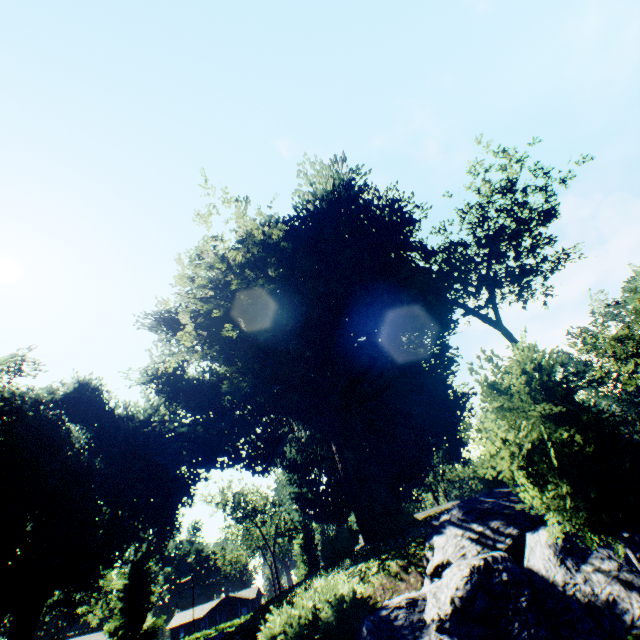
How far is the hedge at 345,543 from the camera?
16.39m

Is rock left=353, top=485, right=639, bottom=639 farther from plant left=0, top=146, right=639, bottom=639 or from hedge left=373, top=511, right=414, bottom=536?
hedge left=373, top=511, right=414, bottom=536

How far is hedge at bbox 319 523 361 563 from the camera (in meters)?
16.39

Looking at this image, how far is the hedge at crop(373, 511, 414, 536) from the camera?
19.64m

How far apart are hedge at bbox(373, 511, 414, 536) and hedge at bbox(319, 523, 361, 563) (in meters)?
2.73

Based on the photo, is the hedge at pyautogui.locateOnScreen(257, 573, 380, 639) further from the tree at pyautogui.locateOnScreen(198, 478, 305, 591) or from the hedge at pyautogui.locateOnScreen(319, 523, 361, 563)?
the tree at pyautogui.locateOnScreen(198, 478, 305, 591)

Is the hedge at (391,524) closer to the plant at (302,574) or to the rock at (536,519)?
the plant at (302,574)

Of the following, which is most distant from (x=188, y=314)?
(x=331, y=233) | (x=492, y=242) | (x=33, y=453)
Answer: (x=492, y=242)
